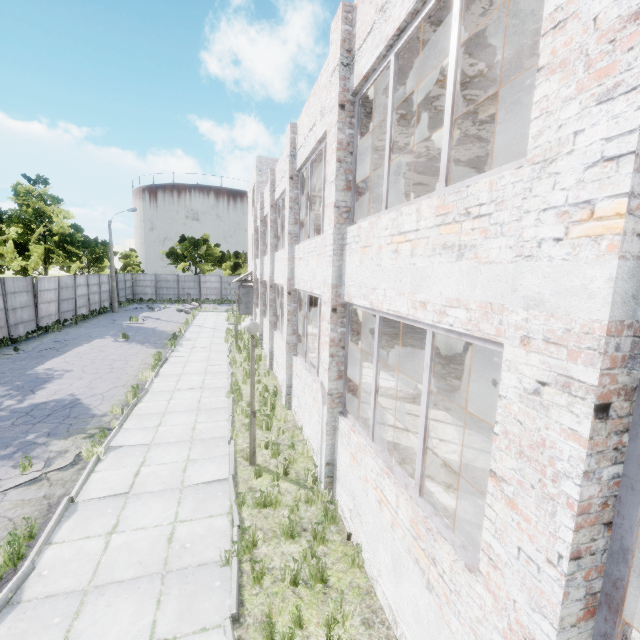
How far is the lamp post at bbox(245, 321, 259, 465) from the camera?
7.10m

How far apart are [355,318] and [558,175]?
4.41m

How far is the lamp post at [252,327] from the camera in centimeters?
710cm
